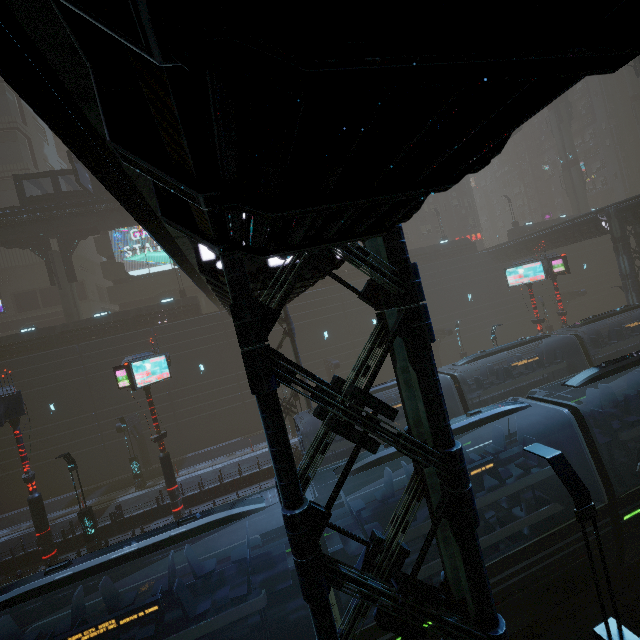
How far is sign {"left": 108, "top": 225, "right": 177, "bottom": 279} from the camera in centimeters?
3791cm

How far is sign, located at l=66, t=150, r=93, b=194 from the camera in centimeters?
2566cm

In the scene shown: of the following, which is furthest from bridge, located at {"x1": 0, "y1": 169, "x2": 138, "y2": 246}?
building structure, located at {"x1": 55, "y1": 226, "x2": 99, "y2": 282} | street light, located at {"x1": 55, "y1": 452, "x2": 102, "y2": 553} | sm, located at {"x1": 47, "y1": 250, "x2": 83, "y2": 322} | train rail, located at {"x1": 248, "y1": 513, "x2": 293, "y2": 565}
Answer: train rail, located at {"x1": 248, "y1": 513, "x2": 293, "y2": 565}

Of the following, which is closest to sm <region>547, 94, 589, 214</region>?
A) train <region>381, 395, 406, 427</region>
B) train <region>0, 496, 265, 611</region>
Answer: train <region>381, 395, 406, 427</region>

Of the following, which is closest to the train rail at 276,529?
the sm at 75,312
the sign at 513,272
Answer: the sign at 513,272

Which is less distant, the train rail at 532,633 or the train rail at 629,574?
the train rail at 532,633

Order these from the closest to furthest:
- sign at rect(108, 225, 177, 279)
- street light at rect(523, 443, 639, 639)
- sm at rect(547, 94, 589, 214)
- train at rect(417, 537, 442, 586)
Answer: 1. street light at rect(523, 443, 639, 639)
2. train at rect(417, 537, 442, 586)
3. sign at rect(108, 225, 177, 279)
4. sm at rect(547, 94, 589, 214)

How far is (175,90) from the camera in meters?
1.4 m
